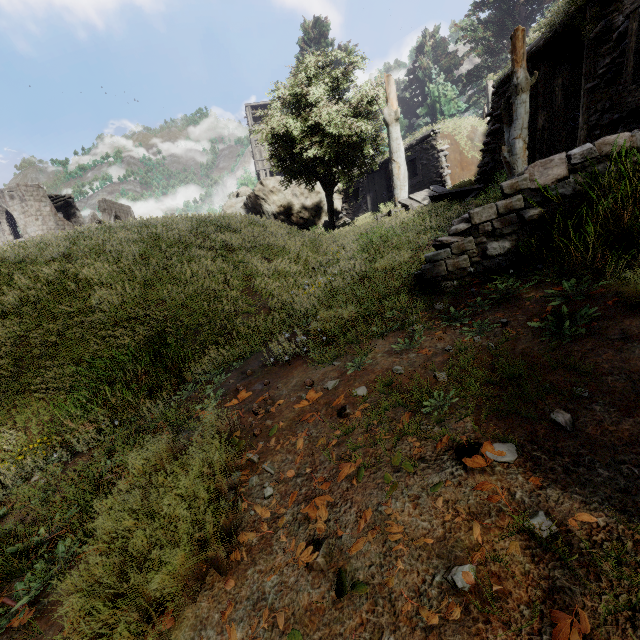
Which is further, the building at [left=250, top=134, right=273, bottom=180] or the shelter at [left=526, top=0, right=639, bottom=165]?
the building at [left=250, top=134, right=273, bottom=180]

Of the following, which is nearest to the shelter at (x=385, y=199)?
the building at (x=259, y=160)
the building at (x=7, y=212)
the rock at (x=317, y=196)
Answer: the rock at (x=317, y=196)

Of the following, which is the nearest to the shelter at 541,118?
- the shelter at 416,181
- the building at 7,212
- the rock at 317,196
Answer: the shelter at 416,181

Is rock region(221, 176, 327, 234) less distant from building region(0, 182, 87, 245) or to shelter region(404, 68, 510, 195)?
shelter region(404, 68, 510, 195)

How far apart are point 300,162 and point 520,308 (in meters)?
14.13

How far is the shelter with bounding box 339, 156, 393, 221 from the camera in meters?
18.3

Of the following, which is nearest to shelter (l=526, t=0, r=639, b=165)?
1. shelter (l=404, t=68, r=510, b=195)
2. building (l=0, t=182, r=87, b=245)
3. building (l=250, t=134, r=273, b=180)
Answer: shelter (l=404, t=68, r=510, b=195)

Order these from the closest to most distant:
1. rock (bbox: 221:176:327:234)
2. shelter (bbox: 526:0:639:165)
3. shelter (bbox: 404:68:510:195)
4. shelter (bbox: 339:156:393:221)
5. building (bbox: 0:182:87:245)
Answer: shelter (bbox: 526:0:639:165), shelter (bbox: 404:68:510:195), shelter (bbox: 339:156:393:221), rock (bbox: 221:176:327:234), building (bbox: 0:182:87:245)
